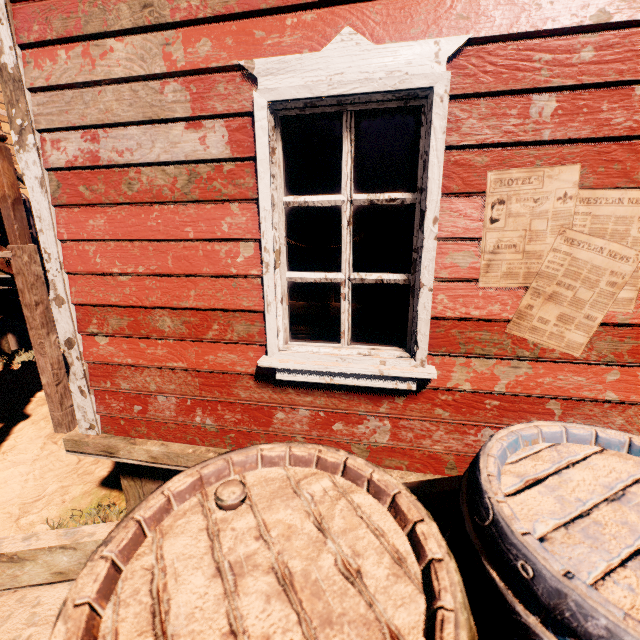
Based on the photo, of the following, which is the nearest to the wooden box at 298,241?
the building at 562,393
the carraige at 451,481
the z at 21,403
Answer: the building at 562,393

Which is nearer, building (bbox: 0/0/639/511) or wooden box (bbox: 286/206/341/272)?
building (bbox: 0/0/639/511)

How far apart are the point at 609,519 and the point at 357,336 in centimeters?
165cm

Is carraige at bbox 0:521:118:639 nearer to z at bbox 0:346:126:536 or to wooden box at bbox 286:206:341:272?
z at bbox 0:346:126:536

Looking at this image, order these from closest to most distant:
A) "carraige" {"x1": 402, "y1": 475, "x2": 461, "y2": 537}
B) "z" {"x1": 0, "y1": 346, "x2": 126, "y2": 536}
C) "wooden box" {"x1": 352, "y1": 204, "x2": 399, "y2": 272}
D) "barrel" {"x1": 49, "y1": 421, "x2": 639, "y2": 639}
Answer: "barrel" {"x1": 49, "y1": 421, "x2": 639, "y2": 639} → "carraige" {"x1": 402, "y1": 475, "x2": 461, "y2": 537} → "wooden box" {"x1": 352, "y1": 204, "x2": 399, "y2": 272} → "z" {"x1": 0, "y1": 346, "x2": 126, "y2": 536}

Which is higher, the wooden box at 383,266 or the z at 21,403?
the wooden box at 383,266

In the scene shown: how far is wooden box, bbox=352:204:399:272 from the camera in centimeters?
204cm
